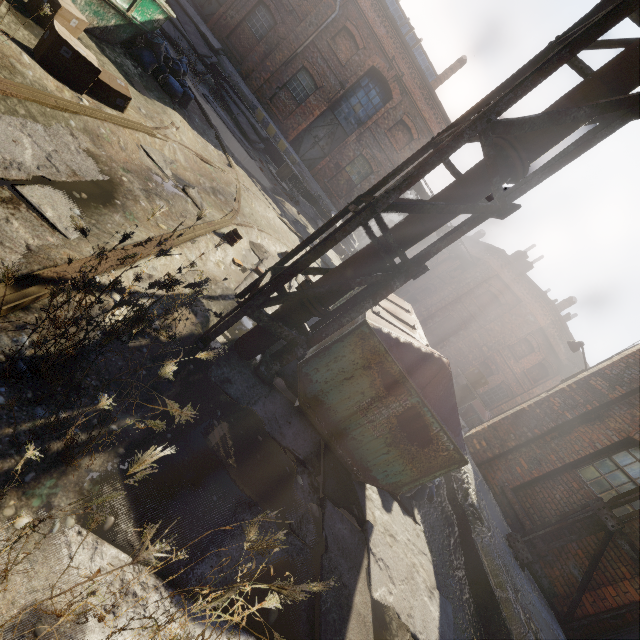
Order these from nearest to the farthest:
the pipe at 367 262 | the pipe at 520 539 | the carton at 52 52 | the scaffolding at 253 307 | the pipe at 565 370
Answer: the scaffolding at 253 307, the pipe at 367 262, the carton at 52 52, the pipe at 520 539, the pipe at 565 370

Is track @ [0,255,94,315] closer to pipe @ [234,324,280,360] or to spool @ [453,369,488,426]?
pipe @ [234,324,280,360]

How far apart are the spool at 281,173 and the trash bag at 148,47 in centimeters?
697cm

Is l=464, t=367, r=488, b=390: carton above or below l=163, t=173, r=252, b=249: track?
above

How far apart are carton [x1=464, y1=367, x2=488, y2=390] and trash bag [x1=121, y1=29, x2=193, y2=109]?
11.03m

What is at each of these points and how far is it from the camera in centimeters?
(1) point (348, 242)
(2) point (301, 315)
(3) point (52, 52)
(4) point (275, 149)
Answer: (1) building, 1973cm
(2) pipe, 358cm
(3) carton, 390cm
(4) building, 1748cm

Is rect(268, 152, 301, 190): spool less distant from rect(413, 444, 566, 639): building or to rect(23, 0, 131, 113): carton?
rect(23, 0, 131, 113): carton

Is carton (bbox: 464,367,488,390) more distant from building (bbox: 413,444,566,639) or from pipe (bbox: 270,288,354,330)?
pipe (bbox: 270,288,354,330)
